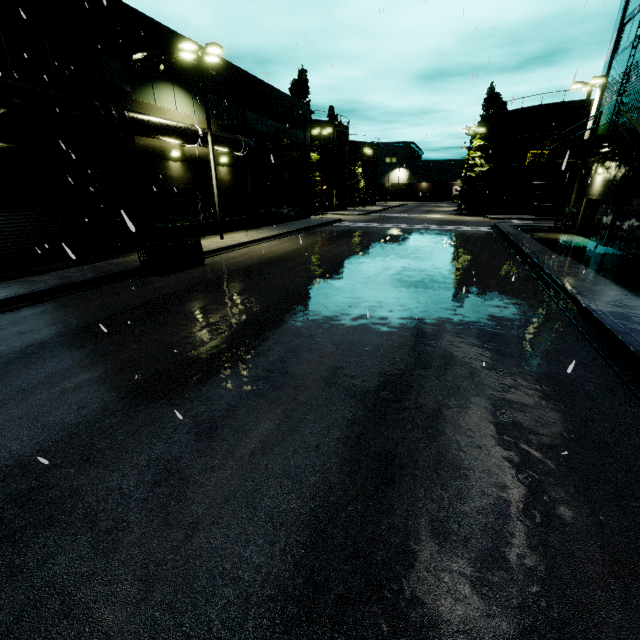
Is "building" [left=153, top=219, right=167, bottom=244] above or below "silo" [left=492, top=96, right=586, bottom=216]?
below

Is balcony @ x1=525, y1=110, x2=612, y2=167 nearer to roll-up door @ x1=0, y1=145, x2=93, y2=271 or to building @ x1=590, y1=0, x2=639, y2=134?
building @ x1=590, y1=0, x2=639, y2=134

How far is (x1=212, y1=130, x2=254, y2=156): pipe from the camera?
19.8m

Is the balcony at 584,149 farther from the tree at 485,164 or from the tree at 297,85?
the tree at 485,164

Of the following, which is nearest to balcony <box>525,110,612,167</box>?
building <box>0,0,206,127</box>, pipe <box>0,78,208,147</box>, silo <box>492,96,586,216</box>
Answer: building <box>0,0,206,127</box>

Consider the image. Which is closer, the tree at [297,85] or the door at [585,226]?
the door at [585,226]

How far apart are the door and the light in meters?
23.2

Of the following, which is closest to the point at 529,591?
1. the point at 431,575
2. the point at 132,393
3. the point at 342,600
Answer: the point at 431,575
